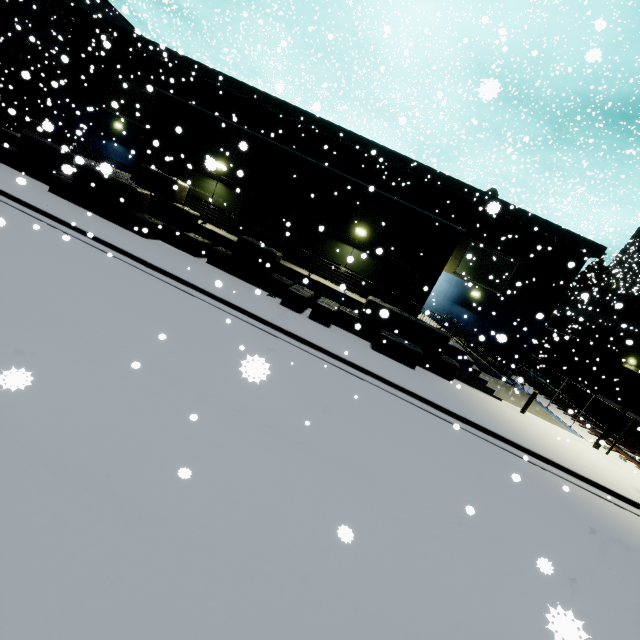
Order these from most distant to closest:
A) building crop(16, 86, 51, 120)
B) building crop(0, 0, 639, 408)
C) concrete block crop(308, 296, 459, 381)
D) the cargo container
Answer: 1. building crop(16, 86, 51, 120)
2. the cargo container
3. building crop(0, 0, 639, 408)
4. concrete block crop(308, 296, 459, 381)

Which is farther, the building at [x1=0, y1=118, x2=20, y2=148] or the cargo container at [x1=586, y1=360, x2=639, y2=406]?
the cargo container at [x1=586, y1=360, x2=639, y2=406]

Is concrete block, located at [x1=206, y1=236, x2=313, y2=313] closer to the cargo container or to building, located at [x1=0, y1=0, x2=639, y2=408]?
building, located at [x1=0, y1=0, x2=639, y2=408]

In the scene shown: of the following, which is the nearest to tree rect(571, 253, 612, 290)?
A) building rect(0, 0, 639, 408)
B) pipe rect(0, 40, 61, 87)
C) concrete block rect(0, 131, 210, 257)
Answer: building rect(0, 0, 639, 408)

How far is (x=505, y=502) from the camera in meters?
7.2

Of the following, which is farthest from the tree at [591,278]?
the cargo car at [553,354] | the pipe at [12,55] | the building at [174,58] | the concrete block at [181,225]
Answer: the concrete block at [181,225]

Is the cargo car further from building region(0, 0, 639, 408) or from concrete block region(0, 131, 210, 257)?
concrete block region(0, 131, 210, 257)

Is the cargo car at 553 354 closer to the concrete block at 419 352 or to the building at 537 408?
the building at 537 408
